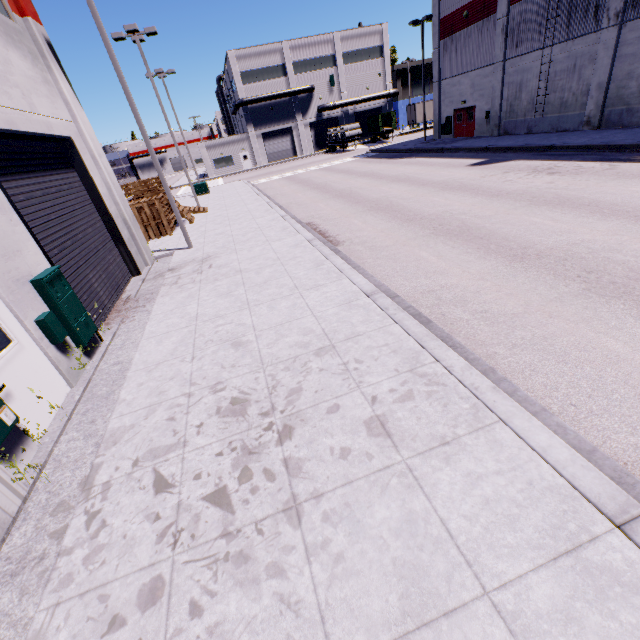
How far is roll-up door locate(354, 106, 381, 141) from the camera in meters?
53.9 m

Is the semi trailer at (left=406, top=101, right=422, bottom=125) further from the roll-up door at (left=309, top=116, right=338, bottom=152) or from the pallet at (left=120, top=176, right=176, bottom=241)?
the pallet at (left=120, top=176, right=176, bottom=241)

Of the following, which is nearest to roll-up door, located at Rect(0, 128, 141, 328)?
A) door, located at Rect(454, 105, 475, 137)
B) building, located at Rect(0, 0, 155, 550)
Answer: building, located at Rect(0, 0, 155, 550)

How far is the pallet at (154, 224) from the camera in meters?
16.3 m

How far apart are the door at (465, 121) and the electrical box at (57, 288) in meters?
33.2 m

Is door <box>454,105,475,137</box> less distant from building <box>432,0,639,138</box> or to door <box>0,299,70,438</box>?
building <box>432,0,639,138</box>

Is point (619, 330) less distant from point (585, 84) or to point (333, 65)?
point (585, 84)

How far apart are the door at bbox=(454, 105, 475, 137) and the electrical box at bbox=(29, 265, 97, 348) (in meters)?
33.15
